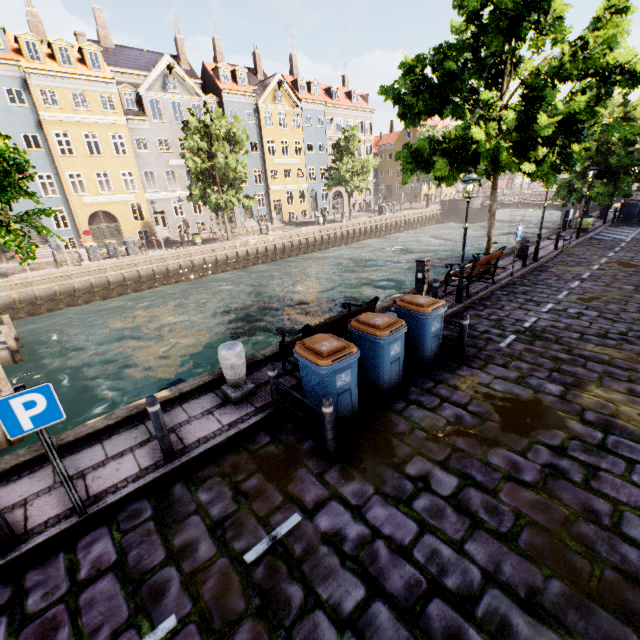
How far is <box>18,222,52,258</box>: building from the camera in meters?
26.5 m

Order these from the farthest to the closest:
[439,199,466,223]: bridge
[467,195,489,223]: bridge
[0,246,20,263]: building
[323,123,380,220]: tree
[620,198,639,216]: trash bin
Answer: [439,199,466,223]: bridge, [467,195,489,223]: bridge, [323,123,380,220]: tree, [0,246,20,263]: building, [620,198,639,216]: trash bin

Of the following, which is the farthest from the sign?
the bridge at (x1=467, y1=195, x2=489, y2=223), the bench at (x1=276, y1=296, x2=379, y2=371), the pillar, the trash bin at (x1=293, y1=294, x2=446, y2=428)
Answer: the bridge at (x1=467, y1=195, x2=489, y2=223)

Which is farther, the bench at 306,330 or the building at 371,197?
the building at 371,197

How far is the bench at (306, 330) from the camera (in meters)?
6.17

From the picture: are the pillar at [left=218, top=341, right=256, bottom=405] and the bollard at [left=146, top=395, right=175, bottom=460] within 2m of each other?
yes

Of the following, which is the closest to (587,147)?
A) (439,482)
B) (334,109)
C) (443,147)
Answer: (443,147)

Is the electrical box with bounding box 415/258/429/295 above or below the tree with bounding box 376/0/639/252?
below
